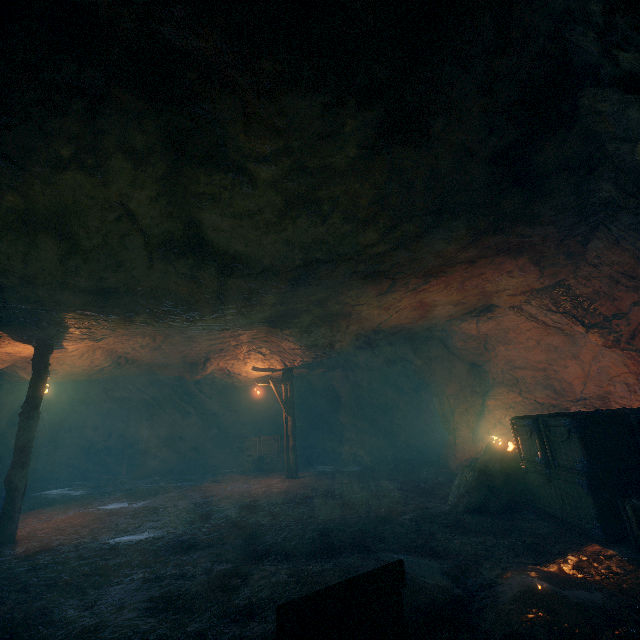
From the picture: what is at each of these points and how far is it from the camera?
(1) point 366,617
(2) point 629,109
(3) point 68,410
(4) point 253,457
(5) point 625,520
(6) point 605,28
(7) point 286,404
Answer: (1) tracks, 2.5m
(2) z, 3.2m
(3) cave, 19.4m
(4) wooden box, 16.8m
(5) wooden box, 4.6m
(6) z, 2.5m
(7) lantern, 14.5m

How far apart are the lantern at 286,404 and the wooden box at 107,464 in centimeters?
1667cm

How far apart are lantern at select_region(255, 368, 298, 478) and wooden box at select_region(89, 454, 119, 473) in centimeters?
1667cm

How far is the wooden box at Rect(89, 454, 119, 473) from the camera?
23.08m

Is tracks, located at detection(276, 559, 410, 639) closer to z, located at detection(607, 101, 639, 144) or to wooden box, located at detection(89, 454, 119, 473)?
z, located at detection(607, 101, 639, 144)

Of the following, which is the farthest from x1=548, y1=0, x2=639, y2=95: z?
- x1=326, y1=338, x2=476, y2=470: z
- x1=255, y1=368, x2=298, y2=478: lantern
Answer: x1=255, y1=368, x2=298, y2=478: lantern

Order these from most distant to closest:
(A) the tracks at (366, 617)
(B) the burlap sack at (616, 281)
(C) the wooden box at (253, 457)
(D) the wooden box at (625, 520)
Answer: (C) the wooden box at (253, 457), (D) the wooden box at (625, 520), (B) the burlap sack at (616, 281), (A) the tracks at (366, 617)

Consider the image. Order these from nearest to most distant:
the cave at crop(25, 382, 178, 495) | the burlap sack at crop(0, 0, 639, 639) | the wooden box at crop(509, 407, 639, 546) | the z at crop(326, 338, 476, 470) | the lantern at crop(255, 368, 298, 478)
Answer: the burlap sack at crop(0, 0, 639, 639)
the wooden box at crop(509, 407, 639, 546)
the z at crop(326, 338, 476, 470)
the lantern at crop(255, 368, 298, 478)
the cave at crop(25, 382, 178, 495)
